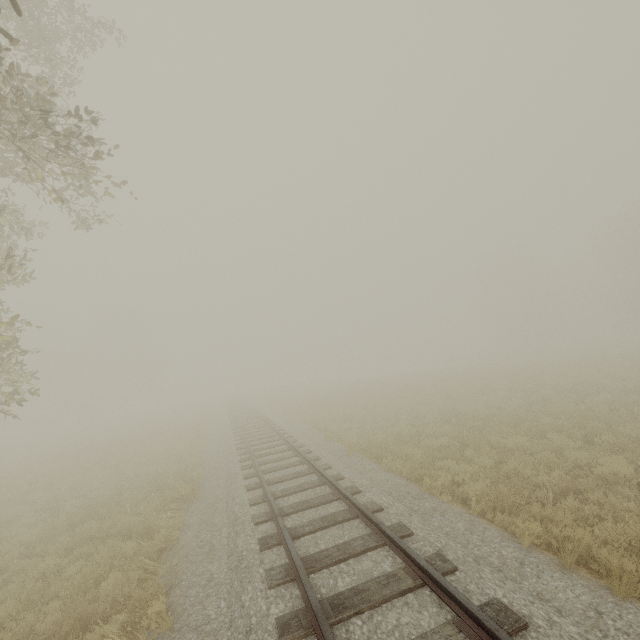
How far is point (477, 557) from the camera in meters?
4.9
